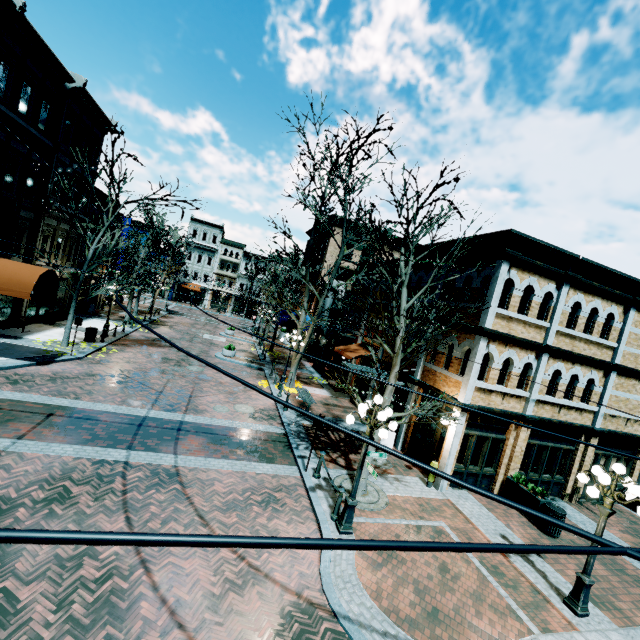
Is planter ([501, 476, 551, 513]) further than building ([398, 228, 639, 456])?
No

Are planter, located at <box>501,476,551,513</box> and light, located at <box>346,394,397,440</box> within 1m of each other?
no

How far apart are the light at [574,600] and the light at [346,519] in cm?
440

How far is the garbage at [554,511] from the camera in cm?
1055

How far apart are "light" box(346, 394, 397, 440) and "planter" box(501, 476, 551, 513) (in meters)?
7.16

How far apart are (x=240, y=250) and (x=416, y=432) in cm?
4815

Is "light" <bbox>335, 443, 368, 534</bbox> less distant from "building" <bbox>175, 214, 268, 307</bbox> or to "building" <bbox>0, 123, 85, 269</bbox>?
"building" <bbox>0, 123, 85, 269</bbox>

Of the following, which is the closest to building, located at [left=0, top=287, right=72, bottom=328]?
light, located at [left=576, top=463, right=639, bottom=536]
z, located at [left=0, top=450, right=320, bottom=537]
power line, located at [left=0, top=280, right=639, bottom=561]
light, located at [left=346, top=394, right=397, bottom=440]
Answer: z, located at [left=0, top=450, right=320, bottom=537]
